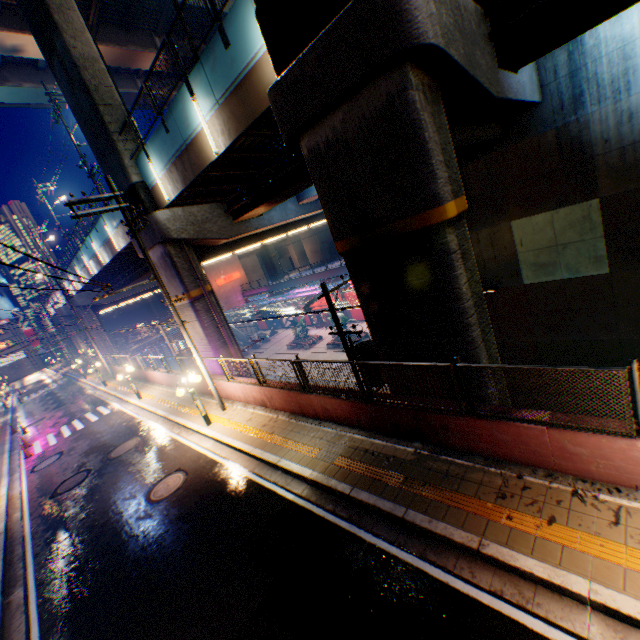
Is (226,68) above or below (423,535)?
above

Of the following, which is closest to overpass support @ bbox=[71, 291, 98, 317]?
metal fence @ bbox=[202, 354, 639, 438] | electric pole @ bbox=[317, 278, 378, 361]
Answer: metal fence @ bbox=[202, 354, 639, 438]

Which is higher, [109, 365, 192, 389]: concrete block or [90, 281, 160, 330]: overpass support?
[90, 281, 160, 330]: overpass support

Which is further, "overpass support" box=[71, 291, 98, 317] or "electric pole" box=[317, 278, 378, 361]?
"overpass support" box=[71, 291, 98, 317]

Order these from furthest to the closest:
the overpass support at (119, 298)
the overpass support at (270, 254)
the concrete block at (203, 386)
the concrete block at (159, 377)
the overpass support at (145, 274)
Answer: the overpass support at (270, 254)
the overpass support at (119, 298)
the overpass support at (145, 274)
the concrete block at (159, 377)
the concrete block at (203, 386)

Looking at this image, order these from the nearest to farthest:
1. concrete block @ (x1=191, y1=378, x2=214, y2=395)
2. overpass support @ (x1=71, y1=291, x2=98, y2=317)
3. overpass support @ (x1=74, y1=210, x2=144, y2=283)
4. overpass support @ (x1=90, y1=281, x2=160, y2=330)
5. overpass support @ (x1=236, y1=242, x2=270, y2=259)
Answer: concrete block @ (x1=191, y1=378, x2=214, y2=395), overpass support @ (x1=74, y1=210, x2=144, y2=283), overpass support @ (x1=71, y1=291, x2=98, y2=317), overpass support @ (x1=90, y1=281, x2=160, y2=330), overpass support @ (x1=236, y1=242, x2=270, y2=259)

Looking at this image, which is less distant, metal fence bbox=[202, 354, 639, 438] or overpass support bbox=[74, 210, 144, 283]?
metal fence bbox=[202, 354, 639, 438]

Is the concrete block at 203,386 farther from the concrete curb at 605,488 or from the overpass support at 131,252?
the overpass support at 131,252
